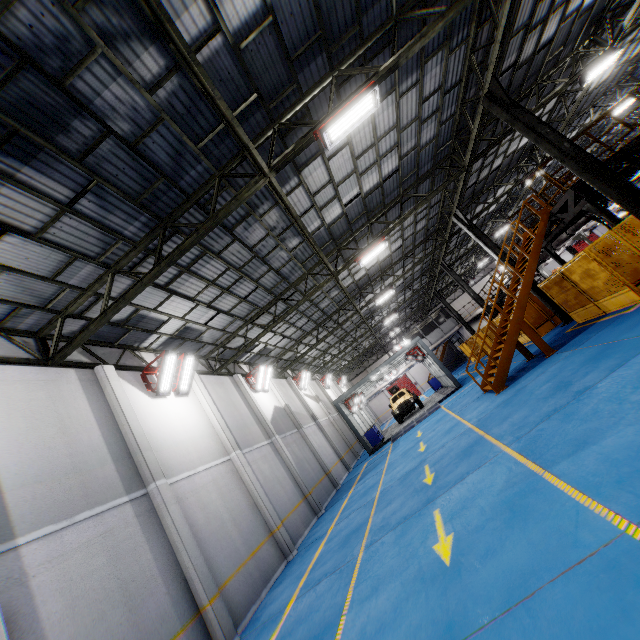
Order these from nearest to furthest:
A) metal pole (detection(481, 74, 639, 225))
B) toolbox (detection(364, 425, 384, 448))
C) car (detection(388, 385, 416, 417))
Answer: metal pole (detection(481, 74, 639, 225)) < toolbox (detection(364, 425, 384, 448)) < car (detection(388, 385, 416, 417))

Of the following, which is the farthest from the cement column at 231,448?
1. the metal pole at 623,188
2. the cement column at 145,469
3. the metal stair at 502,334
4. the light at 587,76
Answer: the light at 587,76

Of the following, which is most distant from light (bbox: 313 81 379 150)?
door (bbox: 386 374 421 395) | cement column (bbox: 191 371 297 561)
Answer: door (bbox: 386 374 421 395)

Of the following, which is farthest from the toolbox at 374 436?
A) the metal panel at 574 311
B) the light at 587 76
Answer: the light at 587 76

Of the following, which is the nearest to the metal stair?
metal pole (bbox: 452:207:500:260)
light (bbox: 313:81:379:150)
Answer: metal pole (bbox: 452:207:500:260)

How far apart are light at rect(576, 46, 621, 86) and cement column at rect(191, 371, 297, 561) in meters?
20.7 m

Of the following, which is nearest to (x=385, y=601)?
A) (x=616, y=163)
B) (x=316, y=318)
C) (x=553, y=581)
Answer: (x=553, y=581)

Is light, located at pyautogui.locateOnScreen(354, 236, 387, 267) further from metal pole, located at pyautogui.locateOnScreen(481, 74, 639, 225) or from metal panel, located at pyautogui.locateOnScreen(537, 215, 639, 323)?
metal panel, located at pyautogui.locateOnScreen(537, 215, 639, 323)
